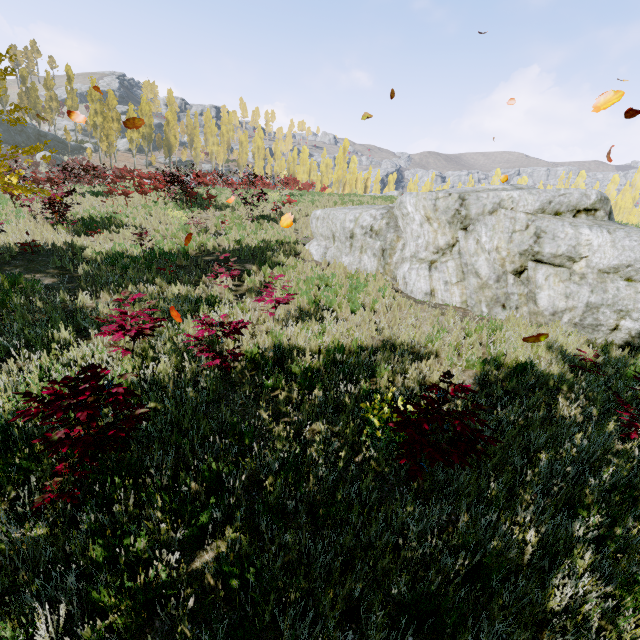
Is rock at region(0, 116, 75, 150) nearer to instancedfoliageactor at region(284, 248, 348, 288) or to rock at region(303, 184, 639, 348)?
instancedfoliageactor at region(284, 248, 348, 288)

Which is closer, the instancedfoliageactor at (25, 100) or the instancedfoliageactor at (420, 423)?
the instancedfoliageactor at (420, 423)

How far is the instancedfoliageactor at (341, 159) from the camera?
58.4 meters

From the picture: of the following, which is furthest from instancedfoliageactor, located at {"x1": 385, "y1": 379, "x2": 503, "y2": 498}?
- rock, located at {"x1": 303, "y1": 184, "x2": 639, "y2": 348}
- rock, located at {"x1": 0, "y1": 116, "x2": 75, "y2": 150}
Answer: rock, located at {"x1": 303, "y1": 184, "x2": 639, "y2": 348}

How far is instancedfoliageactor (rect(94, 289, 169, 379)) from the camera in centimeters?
472cm

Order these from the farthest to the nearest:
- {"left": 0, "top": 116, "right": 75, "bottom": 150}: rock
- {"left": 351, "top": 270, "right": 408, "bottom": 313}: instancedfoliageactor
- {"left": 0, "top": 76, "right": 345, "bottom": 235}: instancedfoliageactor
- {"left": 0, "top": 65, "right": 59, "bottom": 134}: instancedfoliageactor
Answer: {"left": 0, "top": 116, "right": 75, "bottom": 150}: rock → {"left": 0, "top": 76, "right": 345, "bottom": 235}: instancedfoliageactor → {"left": 351, "top": 270, "right": 408, "bottom": 313}: instancedfoliageactor → {"left": 0, "top": 65, "right": 59, "bottom": 134}: instancedfoliageactor

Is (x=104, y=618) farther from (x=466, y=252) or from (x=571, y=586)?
(x=466, y=252)
